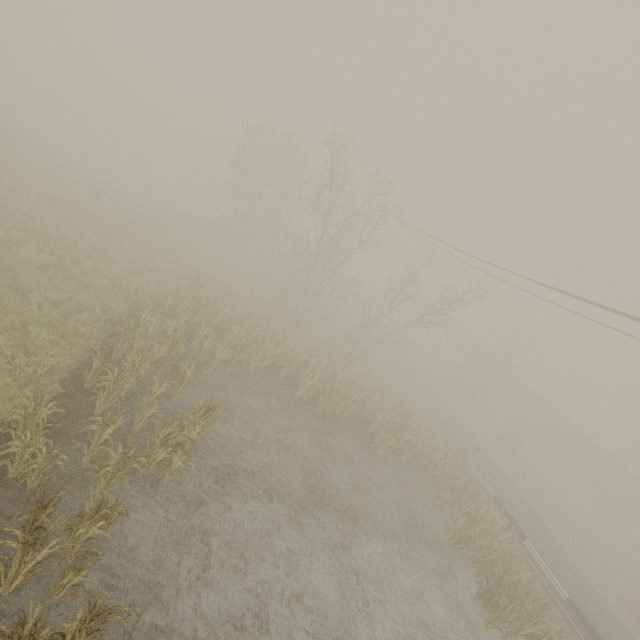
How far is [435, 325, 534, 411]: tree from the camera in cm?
3419

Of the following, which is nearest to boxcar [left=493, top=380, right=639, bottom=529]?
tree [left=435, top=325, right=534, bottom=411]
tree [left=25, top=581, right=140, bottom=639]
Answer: tree [left=435, top=325, right=534, bottom=411]

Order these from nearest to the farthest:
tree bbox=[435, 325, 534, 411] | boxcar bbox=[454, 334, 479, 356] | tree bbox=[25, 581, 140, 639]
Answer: tree bbox=[25, 581, 140, 639] < tree bbox=[435, 325, 534, 411] < boxcar bbox=[454, 334, 479, 356]

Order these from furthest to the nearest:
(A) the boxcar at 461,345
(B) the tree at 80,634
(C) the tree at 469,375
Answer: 1. (A) the boxcar at 461,345
2. (C) the tree at 469,375
3. (B) the tree at 80,634

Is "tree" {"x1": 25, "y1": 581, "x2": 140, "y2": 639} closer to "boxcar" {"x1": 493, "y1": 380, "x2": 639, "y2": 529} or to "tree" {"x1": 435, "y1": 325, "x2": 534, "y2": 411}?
"tree" {"x1": 435, "y1": 325, "x2": 534, "y2": 411}

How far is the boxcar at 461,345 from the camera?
56.91m

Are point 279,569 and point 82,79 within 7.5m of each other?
no
